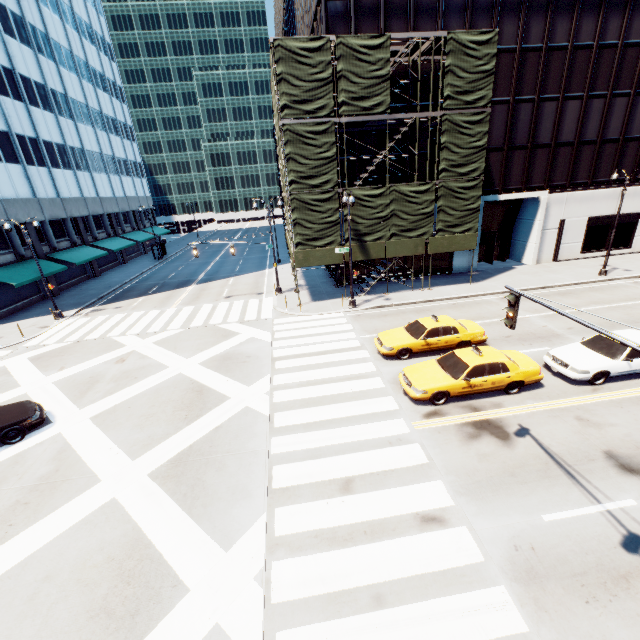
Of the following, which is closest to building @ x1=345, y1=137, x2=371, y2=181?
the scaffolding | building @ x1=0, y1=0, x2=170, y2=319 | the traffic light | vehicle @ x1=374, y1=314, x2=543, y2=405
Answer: the scaffolding

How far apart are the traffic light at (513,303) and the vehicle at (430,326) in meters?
4.4 m

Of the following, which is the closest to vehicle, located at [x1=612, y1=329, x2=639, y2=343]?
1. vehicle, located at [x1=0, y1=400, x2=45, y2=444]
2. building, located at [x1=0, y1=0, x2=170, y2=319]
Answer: vehicle, located at [x1=0, y1=400, x2=45, y2=444]

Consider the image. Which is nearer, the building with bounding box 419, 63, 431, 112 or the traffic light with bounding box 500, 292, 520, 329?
the traffic light with bounding box 500, 292, 520, 329

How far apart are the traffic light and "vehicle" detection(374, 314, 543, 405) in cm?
438

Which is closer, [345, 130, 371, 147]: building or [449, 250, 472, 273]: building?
[345, 130, 371, 147]: building

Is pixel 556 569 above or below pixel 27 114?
below

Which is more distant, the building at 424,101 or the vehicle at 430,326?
the building at 424,101
